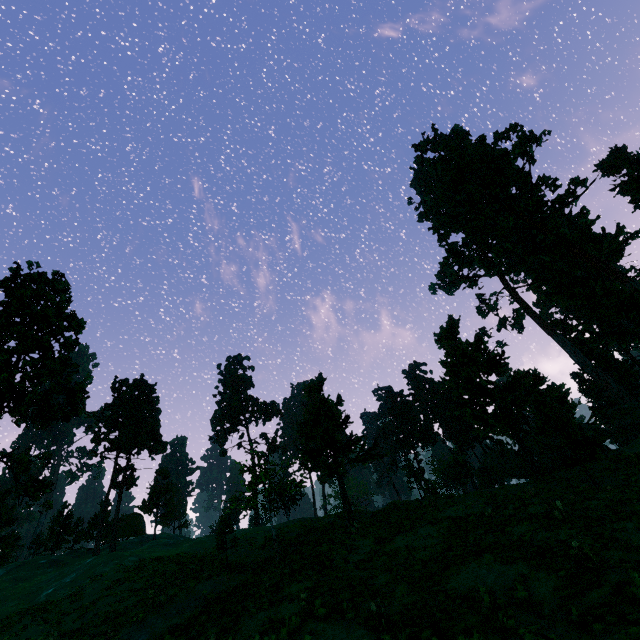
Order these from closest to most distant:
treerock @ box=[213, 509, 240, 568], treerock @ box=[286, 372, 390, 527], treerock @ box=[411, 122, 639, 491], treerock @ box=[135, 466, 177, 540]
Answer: treerock @ box=[213, 509, 240, 568], treerock @ box=[286, 372, 390, 527], treerock @ box=[411, 122, 639, 491], treerock @ box=[135, 466, 177, 540]

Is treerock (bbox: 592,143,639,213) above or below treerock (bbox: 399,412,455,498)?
above

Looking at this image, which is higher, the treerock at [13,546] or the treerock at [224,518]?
the treerock at [13,546]

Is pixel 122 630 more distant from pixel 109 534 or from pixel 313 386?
pixel 109 534

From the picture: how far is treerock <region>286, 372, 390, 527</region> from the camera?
26.7m

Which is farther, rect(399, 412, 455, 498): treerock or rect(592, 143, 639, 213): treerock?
rect(592, 143, 639, 213): treerock
